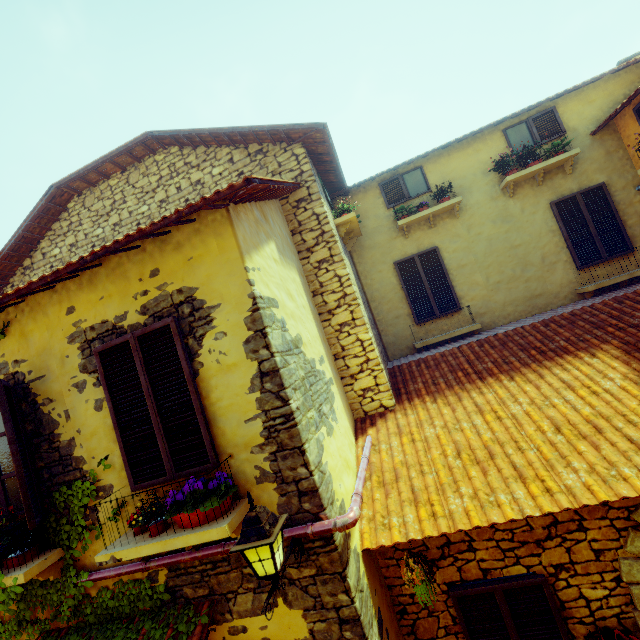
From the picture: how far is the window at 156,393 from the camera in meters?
3.4

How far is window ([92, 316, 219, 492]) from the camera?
3.41m

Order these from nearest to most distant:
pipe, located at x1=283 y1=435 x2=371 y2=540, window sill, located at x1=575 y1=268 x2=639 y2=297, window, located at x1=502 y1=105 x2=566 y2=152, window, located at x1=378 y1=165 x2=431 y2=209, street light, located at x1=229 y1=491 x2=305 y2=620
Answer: street light, located at x1=229 y1=491 x2=305 y2=620 < pipe, located at x1=283 y1=435 x2=371 y2=540 < window sill, located at x1=575 y1=268 x2=639 y2=297 < window, located at x1=502 y1=105 x2=566 y2=152 < window, located at x1=378 y1=165 x2=431 y2=209

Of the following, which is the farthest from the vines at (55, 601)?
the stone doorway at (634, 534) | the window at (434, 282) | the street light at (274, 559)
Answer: the window at (434, 282)

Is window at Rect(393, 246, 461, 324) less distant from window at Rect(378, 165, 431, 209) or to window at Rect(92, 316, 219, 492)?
window at Rect(378, 165, 431, 209)

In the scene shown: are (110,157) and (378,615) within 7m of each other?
no

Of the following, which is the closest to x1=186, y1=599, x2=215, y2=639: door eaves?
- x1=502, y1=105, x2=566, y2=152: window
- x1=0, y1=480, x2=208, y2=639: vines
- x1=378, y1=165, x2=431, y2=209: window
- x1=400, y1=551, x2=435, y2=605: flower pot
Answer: x1=0, y1=480, x2=208, y2=639: vines

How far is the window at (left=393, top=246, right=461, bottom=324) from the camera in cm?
779
